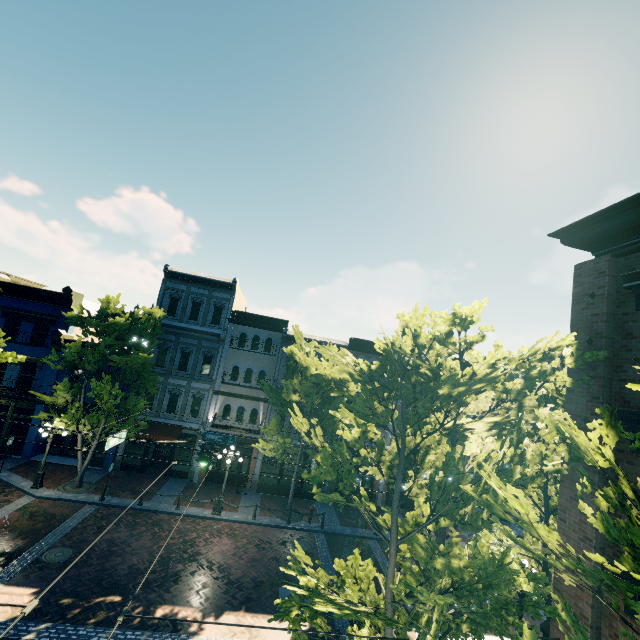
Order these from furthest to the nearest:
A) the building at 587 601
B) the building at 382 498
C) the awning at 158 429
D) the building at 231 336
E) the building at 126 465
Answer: the building at 382 498
the building at 231 336
the building at 126 465
the awning at 158 429
the building at 587 601

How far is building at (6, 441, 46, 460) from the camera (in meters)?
20.66

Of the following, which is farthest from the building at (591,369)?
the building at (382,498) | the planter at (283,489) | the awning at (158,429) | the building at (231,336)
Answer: the planter at (283,489)

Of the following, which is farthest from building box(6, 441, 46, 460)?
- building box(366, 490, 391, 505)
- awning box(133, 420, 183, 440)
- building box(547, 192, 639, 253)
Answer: building box(547, 192, 639, 253)

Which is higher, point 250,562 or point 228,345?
point 228,345

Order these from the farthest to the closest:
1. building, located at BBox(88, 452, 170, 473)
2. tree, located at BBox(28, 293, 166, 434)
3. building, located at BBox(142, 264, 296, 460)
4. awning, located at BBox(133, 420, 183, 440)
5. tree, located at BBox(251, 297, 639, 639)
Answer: building, located at BBox(142, 264, 296, 460)
building, located at BBox(88, 452, 170, 473)
awning, located at BBox(133, 420, 183, 440)
tree, located at BBox(28, 293, 166, 434)
tree, located at BBox(251, 297, 639, 639)

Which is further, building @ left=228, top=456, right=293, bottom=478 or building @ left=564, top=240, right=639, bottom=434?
building @ left=228, top=456, right=293, bottom=478
